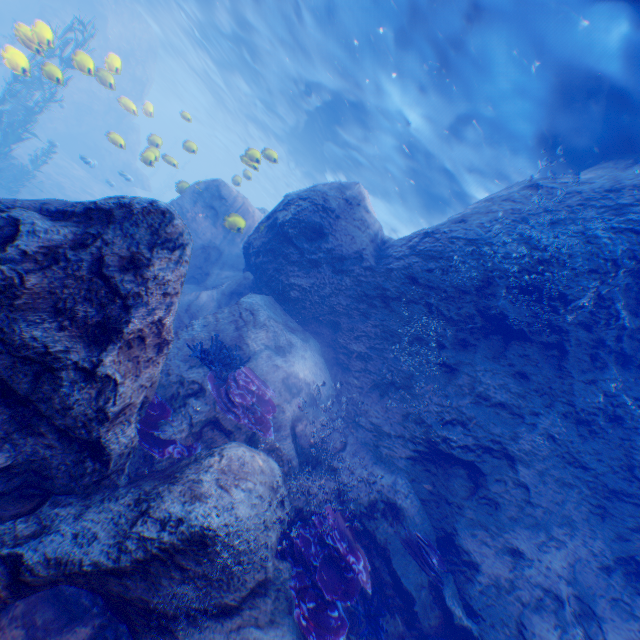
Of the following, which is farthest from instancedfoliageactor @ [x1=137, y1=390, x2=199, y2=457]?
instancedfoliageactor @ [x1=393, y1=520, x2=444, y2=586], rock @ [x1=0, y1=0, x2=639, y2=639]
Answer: instancedfoliageactor @ [x1=393, y1=520, x2=444, y2=586]

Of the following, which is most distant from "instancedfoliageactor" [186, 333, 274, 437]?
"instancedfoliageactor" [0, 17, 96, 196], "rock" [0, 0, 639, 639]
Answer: "instancedfoliageactor" [0, 17, 96, 196]

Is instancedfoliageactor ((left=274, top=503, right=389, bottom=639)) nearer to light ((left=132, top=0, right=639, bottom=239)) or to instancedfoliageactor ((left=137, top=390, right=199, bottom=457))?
instancedfoliageactor ((left=137, top=390, right=199, bottom=457))

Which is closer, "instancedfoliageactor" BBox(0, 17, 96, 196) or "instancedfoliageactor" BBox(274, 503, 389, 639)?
"instancedfoliageactor" BBox(274, 503, 389, 639)

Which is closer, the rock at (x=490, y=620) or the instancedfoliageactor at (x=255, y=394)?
the rock at (x=490, y=620)

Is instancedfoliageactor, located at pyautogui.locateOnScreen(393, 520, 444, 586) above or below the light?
below

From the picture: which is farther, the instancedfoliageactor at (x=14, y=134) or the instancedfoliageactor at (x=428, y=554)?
the instancedfoliageactor at (x=14, y=134)

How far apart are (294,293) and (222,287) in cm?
289
